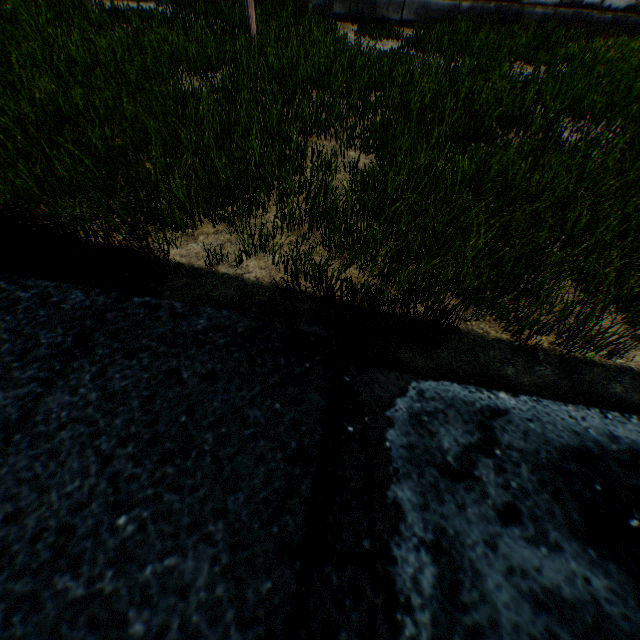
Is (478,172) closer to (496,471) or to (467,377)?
(467,377)
